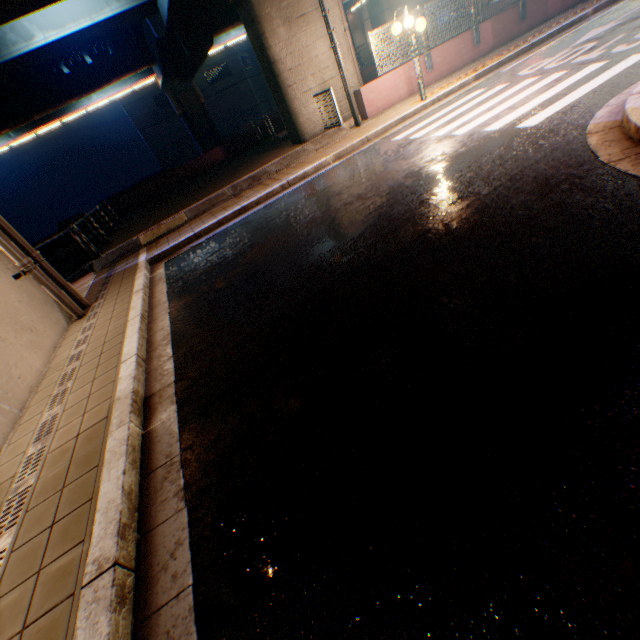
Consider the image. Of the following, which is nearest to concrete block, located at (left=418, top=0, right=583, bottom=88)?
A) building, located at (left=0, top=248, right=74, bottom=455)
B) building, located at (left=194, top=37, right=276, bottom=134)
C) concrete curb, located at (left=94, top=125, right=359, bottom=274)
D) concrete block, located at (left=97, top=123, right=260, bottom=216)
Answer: concrete curb, located at (left=94, top=125, right=359, bottom=274)

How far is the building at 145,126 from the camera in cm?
4134

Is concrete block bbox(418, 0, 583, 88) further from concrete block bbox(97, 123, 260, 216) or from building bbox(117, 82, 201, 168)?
building bbox(117, 82, 201, 168)

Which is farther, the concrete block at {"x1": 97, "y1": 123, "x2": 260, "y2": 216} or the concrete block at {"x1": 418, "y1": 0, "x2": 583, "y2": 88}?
the concrete block at {"x1": 97, "y1": 123, "x2": 260, "y2": 216}

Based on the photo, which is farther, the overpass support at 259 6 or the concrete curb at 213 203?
the overpass support at 259 6

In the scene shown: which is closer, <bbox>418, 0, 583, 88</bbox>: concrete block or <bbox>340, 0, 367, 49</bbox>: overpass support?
<bbox>418, 0, 583, 88</bbox>: concrete block

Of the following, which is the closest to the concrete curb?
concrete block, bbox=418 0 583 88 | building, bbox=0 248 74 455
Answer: concrete block, bbox=418 0 583 88

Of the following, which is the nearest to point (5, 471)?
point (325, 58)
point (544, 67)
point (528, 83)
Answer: point (528, 83)
